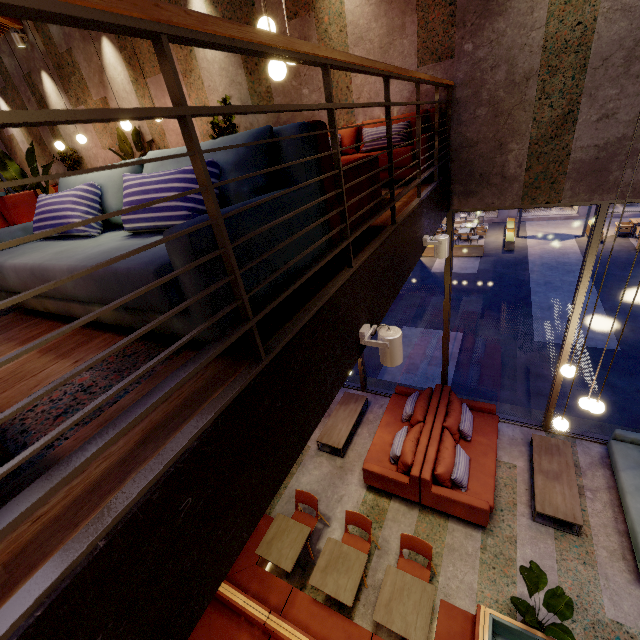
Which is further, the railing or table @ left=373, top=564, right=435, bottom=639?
table @ left=373, top=564, right=435, bottom=639

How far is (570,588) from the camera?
4.5m

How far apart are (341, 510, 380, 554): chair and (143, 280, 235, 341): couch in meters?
4.4 m

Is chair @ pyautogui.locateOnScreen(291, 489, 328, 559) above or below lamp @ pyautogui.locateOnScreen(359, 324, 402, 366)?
below

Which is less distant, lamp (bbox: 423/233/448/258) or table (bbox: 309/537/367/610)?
lamp (bbox: 423/233/448/258)

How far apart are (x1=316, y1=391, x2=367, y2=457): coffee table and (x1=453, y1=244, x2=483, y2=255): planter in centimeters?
1142cm

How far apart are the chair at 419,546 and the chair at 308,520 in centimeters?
127cm

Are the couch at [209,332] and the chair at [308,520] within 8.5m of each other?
yes
